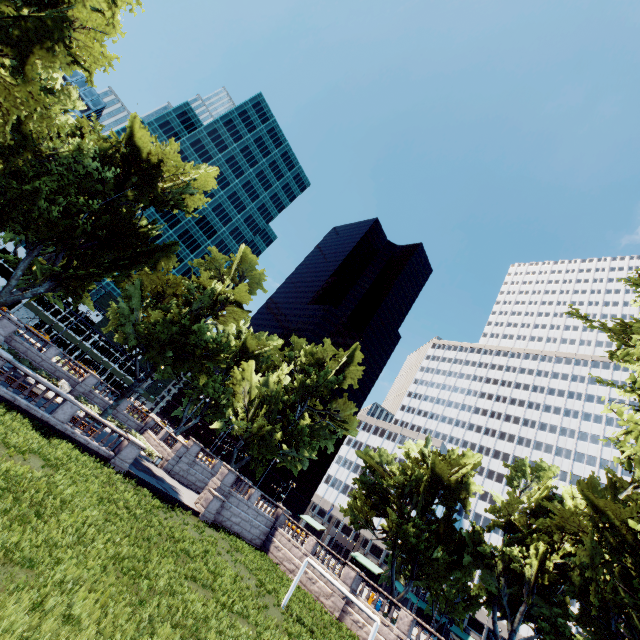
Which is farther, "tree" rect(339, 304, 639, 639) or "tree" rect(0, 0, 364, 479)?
"tree" rect(339, 304, 639, 639)

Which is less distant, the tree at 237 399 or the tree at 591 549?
the tree at 237 399

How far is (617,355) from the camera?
12.0m
